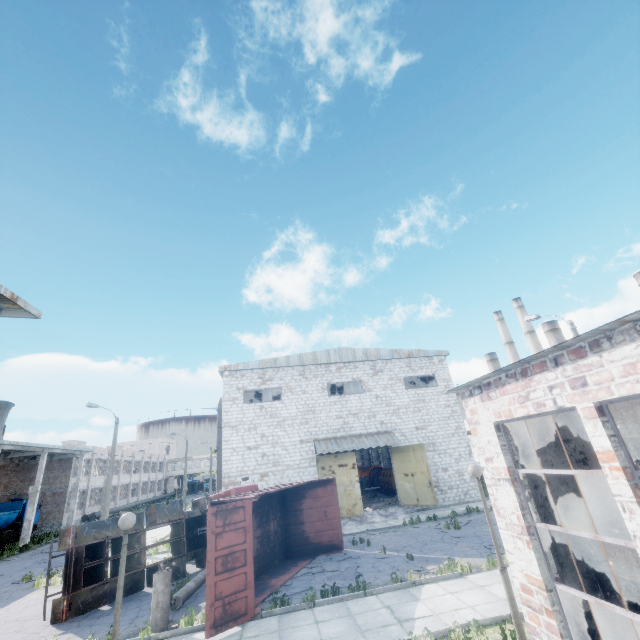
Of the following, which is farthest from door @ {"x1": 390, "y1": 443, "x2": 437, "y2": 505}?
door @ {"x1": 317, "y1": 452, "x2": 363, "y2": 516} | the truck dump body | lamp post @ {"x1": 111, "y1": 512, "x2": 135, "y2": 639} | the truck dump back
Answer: lamp post @ {"x1": 111, "y1": 512, "x2": 135, "y2": 639}

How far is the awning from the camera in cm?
2208

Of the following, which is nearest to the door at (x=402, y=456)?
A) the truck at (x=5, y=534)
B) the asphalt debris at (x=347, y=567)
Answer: the asphalt debris at (x=347, y=567)

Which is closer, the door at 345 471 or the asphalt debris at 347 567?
the asphalt debris at 347 567

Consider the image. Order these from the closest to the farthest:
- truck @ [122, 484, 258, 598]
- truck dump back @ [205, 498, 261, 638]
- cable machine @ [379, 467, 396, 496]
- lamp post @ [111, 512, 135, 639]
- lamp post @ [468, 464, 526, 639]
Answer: lamp post @ [111, 512, 135, 639] < lamp post @ [468, 464, 526, 639] < truck dump back @ [205, 498, 261, 638] < truck @ [122, 484, 258, 598] < cable machine @ [379, 467, 396, 496]

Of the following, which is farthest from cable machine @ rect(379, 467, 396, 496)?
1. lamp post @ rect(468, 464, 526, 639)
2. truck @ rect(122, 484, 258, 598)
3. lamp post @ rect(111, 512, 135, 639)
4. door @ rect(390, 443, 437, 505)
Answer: lamp post @ rect(111, 512, 135, 639)

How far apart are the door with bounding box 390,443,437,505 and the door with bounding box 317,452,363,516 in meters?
3.3 m

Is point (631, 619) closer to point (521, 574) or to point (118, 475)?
point (521, 574)
